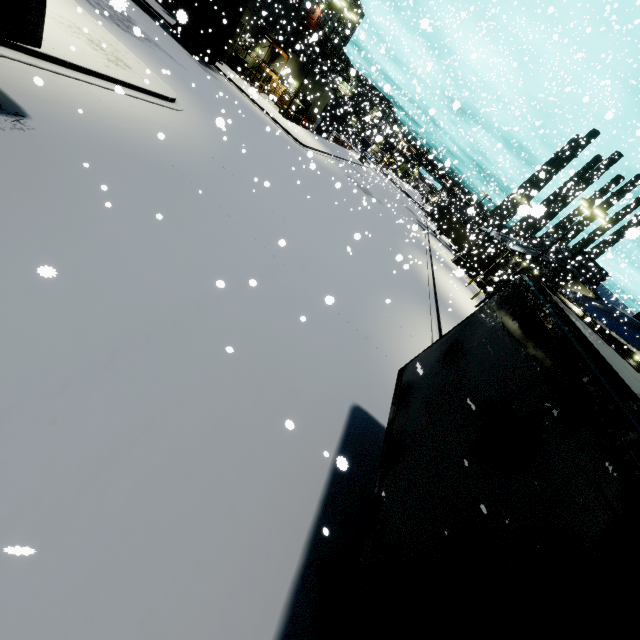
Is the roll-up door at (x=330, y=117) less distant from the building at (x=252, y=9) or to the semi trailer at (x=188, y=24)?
the building at (x=252, y=9)

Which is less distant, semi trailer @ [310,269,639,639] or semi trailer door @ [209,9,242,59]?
semi trailer @ [310,269,639,639]

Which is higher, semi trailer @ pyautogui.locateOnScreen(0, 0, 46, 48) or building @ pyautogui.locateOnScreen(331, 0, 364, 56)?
building @ pyautogui.locateOnScreen(331, 0, 364, 56)

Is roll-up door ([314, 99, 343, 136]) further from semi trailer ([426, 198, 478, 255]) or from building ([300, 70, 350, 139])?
semi trailer ([426, 198, 478, 255])

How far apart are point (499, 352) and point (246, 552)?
3.9m

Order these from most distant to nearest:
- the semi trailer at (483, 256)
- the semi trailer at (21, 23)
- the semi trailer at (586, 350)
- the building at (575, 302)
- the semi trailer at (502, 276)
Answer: the semi trailer at (483, 256), the building at (575, 302), the semi trailer at (502, 276), the semi trailer at (21, 23), the semi trailer at (586, 350)

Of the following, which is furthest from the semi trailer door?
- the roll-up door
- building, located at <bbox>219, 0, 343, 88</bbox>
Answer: the roll-up door
